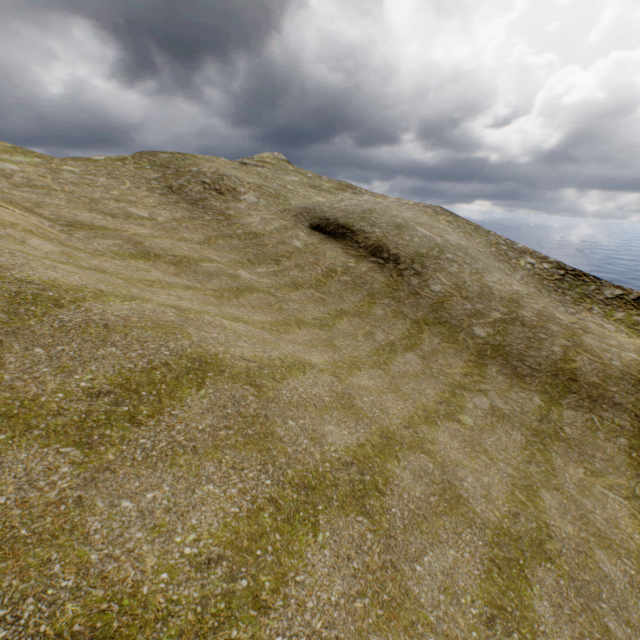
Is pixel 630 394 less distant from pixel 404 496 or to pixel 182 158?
pixel 404 496
